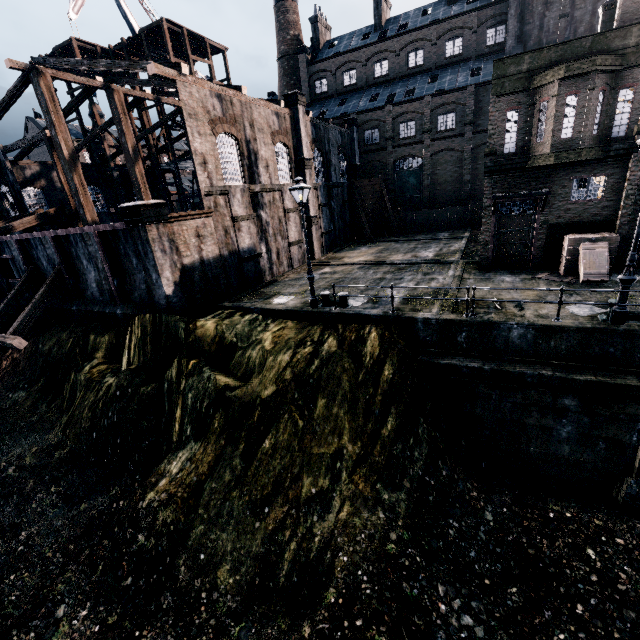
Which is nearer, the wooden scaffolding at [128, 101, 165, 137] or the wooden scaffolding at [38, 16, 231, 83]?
the wooden scaffolding at [38, 16, 231, 83]

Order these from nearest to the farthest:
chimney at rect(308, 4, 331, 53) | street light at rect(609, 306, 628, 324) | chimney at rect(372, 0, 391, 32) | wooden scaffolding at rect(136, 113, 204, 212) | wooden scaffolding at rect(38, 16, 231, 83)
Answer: street light at rect(609, 306, 628, 324), wooden scaffolding at rect(38, 16, 231, 83), wooden scaffolding at rect(136, 113, 204, 212), chimney at rect(372, 0, 391, 32), chimney at rect(308, 4, 331, 53)

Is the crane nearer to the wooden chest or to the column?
the wooden chest

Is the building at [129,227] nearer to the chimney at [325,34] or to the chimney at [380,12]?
the chimney at [325,34]

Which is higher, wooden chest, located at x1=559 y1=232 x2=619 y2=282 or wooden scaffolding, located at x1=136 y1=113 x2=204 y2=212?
wooden scaffolding, located at x1=136 y1=113 x2=204 y2=212

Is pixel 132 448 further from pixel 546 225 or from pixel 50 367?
pixel 546 225

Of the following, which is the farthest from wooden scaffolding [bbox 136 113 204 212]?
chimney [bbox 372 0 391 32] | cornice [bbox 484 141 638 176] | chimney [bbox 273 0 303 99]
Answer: cornice [bbox 484 141 638 176]

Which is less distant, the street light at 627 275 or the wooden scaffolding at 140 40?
the street light at 627 275
